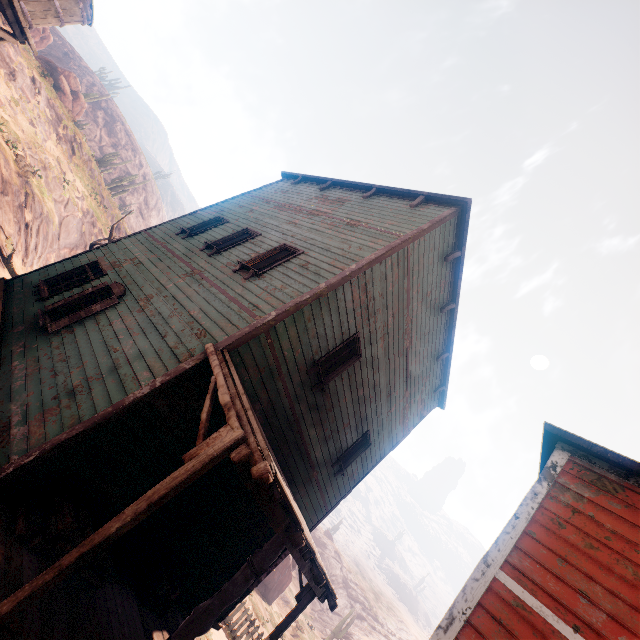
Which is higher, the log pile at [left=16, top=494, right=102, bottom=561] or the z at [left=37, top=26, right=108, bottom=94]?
the z at [left=37, top=26, right=108, bottom=94]

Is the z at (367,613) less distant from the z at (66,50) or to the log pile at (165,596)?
the z at (66,50)

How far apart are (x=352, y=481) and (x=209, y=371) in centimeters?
767cm

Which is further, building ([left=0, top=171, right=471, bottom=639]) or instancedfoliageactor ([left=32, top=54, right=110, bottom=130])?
instancedfoliageactor ([left=32, top=54, right=110, bottom=130])

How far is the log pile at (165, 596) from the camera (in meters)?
5.75

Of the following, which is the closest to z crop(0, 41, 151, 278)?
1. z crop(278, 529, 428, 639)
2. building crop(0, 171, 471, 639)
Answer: building crop(0, 171, 471, 639)

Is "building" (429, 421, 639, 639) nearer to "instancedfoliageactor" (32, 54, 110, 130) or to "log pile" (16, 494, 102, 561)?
"log pile" (16, 494, 102, 561)

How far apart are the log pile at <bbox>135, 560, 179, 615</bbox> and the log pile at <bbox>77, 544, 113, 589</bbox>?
1.2m
